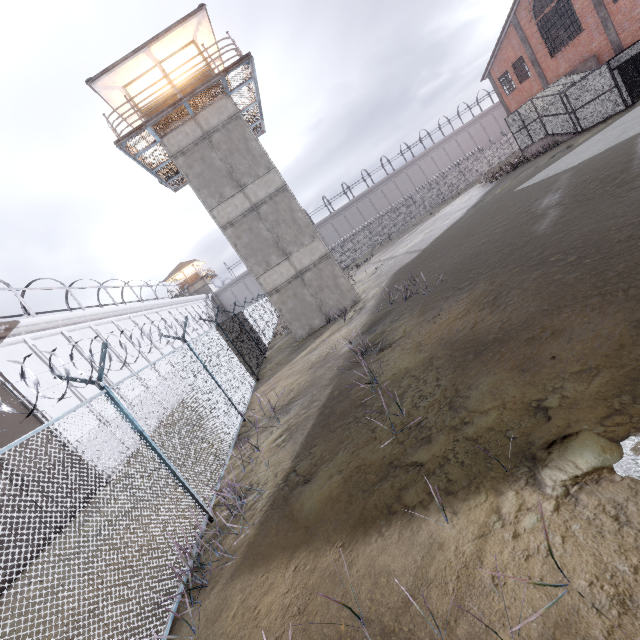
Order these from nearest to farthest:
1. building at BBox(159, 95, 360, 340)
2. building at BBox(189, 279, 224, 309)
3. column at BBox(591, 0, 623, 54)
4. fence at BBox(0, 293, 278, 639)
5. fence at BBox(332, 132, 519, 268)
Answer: fence at BBox(0, 293, 278, 639), building at BBox(159, 95, 360, 340), column at BBox(591, 0, 623, 54), fence at BBox(332, 132, 519, 268), building at BBox(189, 279, 224, 309)

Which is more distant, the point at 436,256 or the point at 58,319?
the point at 58,319

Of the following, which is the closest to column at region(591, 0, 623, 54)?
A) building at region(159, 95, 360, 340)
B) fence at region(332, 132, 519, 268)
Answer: fence at region(332, 132, 519, 268)

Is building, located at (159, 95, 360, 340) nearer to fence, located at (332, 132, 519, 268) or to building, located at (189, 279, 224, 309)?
fence, located at (332, 132, 519, 268)

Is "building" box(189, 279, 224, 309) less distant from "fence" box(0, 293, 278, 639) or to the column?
"fence" box(0, 293, 278, 639)

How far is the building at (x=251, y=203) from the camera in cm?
1555

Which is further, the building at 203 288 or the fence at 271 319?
the building at 203 288

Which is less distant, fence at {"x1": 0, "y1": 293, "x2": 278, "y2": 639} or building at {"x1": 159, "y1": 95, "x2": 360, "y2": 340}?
fence at {"x1": 0, "y1": 293, "x2": 278, "y2": 639}
